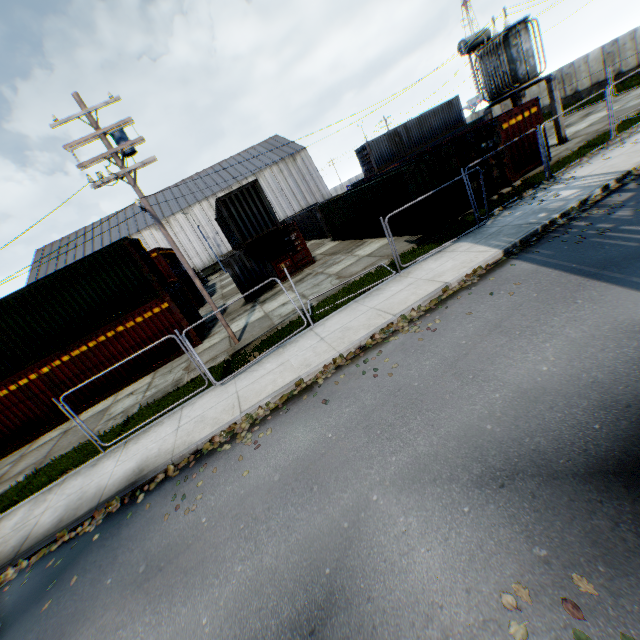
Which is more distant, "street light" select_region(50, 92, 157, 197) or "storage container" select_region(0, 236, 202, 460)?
"storage container" select_region(0, 236, 202, 460)

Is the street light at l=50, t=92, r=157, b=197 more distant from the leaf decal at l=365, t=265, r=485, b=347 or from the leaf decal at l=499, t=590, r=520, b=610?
the leaf decal at l=499, t=590, r=520, b=610

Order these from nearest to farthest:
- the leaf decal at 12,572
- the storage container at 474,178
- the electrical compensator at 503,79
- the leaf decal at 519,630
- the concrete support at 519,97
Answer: the leaf decal at 519,630
the leaf decal at 12,572
the storage container at 474,178
the electrical compensator at 503,79
the concrete support at 519,97

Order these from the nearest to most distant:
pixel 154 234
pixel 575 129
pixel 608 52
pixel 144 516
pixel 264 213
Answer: pixel 144 516, pixel 264 213, pixel 575 129, pixel 608 52, pixel 154 234

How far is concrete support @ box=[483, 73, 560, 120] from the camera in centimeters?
1666cm

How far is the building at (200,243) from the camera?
51.00m

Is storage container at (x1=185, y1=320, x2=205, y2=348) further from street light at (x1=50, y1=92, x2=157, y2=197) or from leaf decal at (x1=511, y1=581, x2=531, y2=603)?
leaf decal at (x1=511, y1=581, x2=531, y2=603)

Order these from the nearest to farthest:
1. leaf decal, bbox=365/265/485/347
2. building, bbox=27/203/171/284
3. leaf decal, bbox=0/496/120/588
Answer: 1. leaf decal, bbox=0/496/120/588
2. leaf decal, bbox=365/265/485/347
3. building, bbox=27/203/171/284
